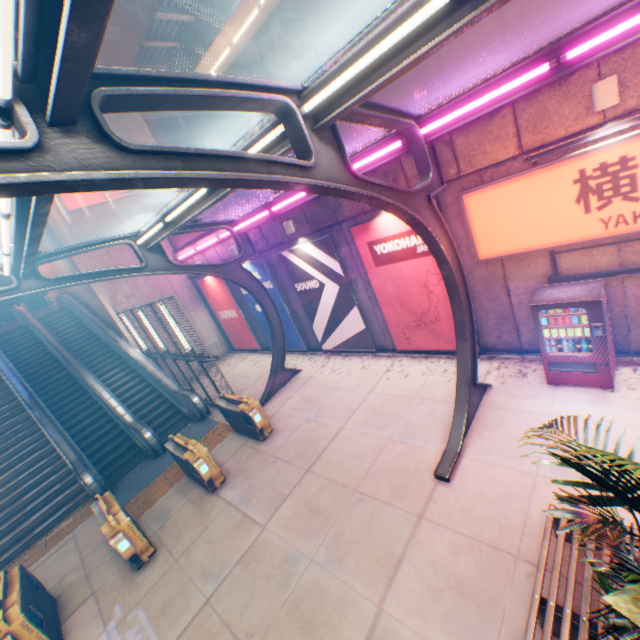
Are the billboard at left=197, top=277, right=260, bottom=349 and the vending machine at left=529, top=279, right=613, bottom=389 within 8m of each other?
no

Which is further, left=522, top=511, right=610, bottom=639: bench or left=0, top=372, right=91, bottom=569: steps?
left=0, top=372, right=91, bottom=569: steps

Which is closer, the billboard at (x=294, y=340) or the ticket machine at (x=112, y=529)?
the ticket machine at (x=112, y=529)

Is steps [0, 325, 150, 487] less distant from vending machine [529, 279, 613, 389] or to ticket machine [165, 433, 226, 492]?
ticket machine [165, 433, 226, 492]

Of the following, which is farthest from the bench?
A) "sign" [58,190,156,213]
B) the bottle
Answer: "sign" [58,190,156,213]

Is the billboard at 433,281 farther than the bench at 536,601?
Yes

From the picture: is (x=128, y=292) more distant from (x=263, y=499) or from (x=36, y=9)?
(x=36, y=9)

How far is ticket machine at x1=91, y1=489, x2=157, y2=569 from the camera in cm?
684
